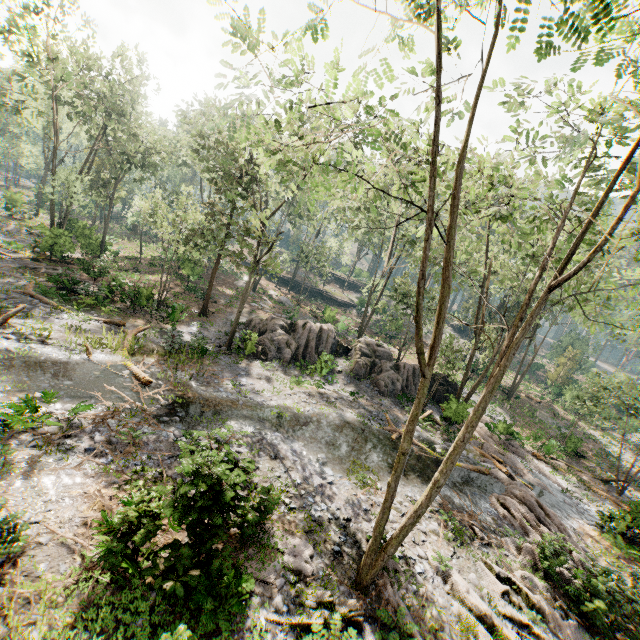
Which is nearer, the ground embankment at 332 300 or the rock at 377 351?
the rock at 377 351

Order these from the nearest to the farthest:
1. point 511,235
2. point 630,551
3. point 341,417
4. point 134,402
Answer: point 134,402, point 630,551, point 341,417, point 511,235

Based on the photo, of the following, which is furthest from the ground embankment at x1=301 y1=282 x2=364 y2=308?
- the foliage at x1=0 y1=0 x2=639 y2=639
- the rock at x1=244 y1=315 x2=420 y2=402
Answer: the rock at x1=244 y1=315 x2=420 y2=402

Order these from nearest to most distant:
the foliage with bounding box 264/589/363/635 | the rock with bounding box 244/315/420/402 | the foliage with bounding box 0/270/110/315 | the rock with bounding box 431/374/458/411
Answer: the foliage with bounding box 264/589/363/635
the foliage with bounding box 0/270/110/315
the rock with bounding box 431/374/458/411
the rock with bounding box 244/315/420/402

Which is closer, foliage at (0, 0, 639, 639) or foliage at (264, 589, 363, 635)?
foliage at (0, 0, 639, 639)

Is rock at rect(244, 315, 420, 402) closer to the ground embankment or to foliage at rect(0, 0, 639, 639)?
foliage at rect(0, 0, 639, 639)

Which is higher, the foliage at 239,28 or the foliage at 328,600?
the foliage at 239,28
